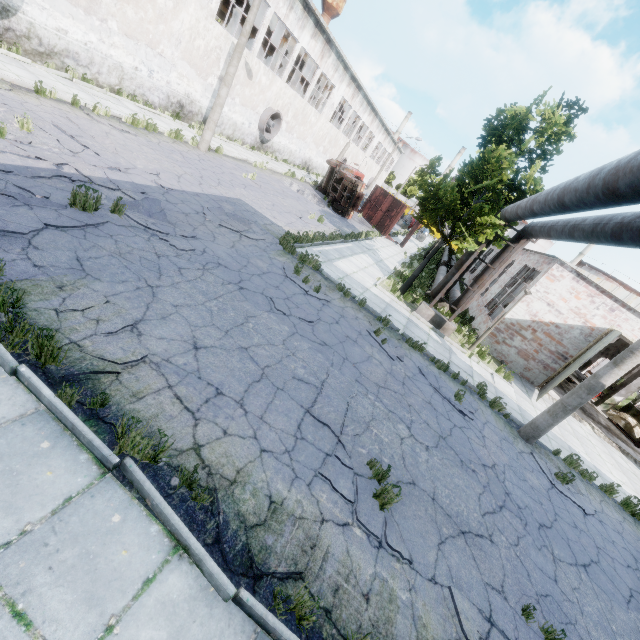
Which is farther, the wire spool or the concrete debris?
the wire spool

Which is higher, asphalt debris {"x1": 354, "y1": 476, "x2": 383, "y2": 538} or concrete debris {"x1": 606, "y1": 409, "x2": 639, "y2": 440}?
concrete debris {"x1": 606, "y1": 409, "x2": 639, "y2": 440}

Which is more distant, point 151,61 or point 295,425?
point 151,61

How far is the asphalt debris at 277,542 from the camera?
3.25m

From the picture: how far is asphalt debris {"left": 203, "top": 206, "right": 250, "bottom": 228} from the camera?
9.80m

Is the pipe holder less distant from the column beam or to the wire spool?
the column beam

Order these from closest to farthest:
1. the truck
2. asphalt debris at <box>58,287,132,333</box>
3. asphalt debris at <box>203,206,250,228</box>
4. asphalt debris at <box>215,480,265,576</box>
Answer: asphalt debris at <box>215,480,265,576</box> → asphalt debris at <box>58,287,132,333</box> → asphalt debris at <box>203,206,250,228</box> → the truck

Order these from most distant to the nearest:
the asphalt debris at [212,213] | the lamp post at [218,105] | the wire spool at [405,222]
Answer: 1. the wire spool at [405,222]
2. the lamp post at [218,105]
3. the asphalt debris at [212,213]
